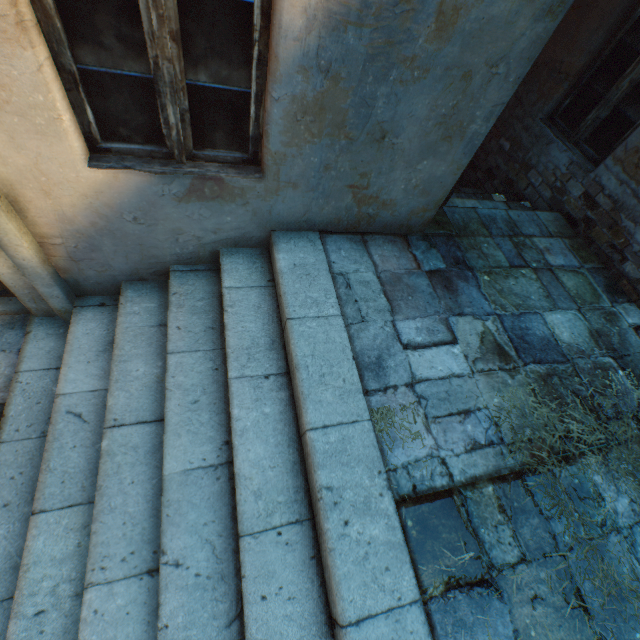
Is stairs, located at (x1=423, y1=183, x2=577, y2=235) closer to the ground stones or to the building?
the building

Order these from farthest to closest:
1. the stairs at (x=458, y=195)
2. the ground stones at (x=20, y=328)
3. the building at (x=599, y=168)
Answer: the stairs at (x=458, y=195) → the ground stones at (x=20, y=328) → the building at (x=599, y=168)

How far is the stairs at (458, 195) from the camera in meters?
3.1 m

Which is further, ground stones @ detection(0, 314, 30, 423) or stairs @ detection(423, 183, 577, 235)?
stairs @ detection(423, 183, 577, 235)

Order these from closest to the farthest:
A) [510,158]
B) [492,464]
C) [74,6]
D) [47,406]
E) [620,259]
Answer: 1. [74,6]
2. [492,464]
3. [47,406]
4. [620,259]
5. [510,158]

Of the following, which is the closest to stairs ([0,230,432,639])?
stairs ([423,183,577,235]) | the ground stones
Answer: the ground stones

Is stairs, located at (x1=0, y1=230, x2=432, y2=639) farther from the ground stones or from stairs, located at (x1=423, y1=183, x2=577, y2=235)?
stairs, located at (x1=423, y1=183, x2=577, y2=235)
